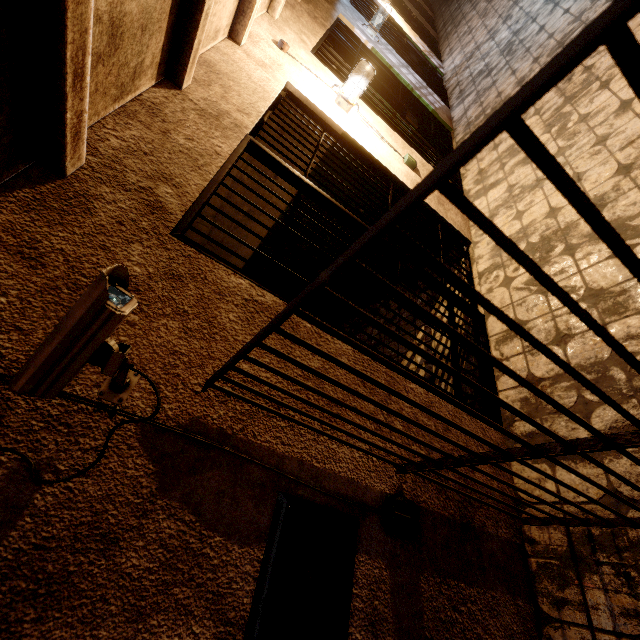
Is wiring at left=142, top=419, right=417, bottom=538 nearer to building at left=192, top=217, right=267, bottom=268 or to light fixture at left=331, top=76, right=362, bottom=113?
building at left=192, top=217, right=267, bottom=268

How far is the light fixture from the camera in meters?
2.9

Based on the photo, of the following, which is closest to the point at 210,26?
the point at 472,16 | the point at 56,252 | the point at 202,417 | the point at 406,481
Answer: the point at 56,252

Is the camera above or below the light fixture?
above

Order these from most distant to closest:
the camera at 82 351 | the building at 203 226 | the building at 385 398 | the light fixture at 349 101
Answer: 1. the building at 203 226
2. the light fixture at 349 101
3. the building at 385 398
4. the camera at 82 351

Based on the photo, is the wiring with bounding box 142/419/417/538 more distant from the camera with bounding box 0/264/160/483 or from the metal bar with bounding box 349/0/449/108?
the metal bar with bounding box 349/0/449/108

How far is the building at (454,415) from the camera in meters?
1.6 m

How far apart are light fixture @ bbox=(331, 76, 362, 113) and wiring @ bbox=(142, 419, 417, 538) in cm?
314
